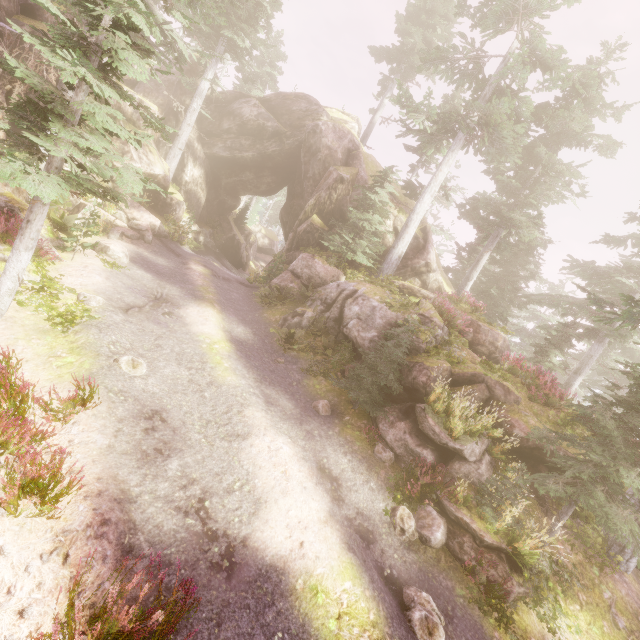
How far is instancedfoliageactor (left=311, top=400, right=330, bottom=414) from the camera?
10.5m

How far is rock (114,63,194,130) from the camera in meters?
20.1

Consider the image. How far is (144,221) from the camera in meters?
18.1 m

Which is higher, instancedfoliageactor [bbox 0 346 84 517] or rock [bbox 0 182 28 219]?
rock [bbox 0 182 28 219]

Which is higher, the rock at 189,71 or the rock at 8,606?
the rock at 189,71

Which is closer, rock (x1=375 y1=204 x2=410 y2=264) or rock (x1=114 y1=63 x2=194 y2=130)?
rock (x1=114 y1=63 x2=194 y2=130)

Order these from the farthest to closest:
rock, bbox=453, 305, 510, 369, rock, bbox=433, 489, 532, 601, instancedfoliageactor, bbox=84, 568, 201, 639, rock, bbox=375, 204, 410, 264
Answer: rock, bbox=375, 204, 410, 264
rock, bbox=453, 305, 510, 369
rock, bbox=433, 489, 532, 601
instancedfoliageactor, bbox=84, 568, 201, 639

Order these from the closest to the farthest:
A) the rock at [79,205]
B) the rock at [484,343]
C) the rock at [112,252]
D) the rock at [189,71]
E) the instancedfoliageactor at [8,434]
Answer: the instancedfoliageactor at [8,434], the rock at [112,252], the rock at [79,205], the rock at [484,343], the rock at [189,71]
